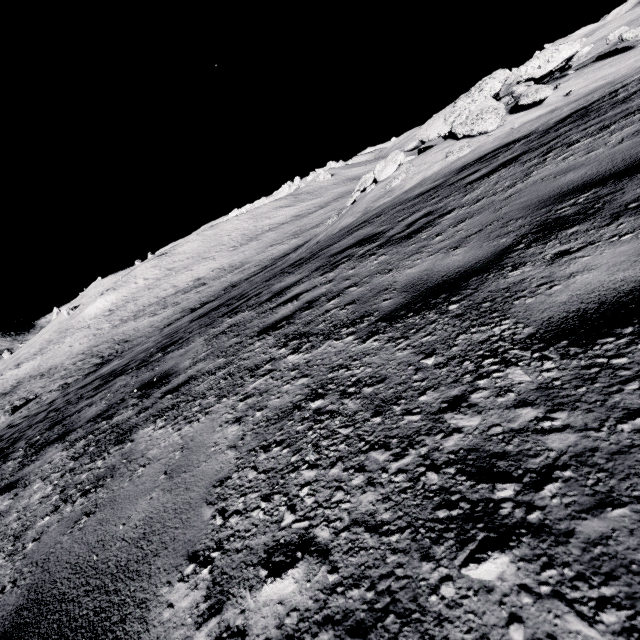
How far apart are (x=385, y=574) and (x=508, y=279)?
1.6 meters

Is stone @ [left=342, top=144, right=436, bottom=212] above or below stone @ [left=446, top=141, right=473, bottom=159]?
above

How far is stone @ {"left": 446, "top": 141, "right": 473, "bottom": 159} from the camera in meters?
9.2 m

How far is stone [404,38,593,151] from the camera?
9.3m

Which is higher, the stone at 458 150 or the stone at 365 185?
the stone at 365 185

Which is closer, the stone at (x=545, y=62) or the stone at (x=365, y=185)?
the stone at (x=545, y=62)

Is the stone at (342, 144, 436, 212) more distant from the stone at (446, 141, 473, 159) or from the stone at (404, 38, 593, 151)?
the stone at (446, 141, 473, 159)

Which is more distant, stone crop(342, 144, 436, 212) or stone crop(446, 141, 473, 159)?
stone crop(342, 144, 436, 212)
